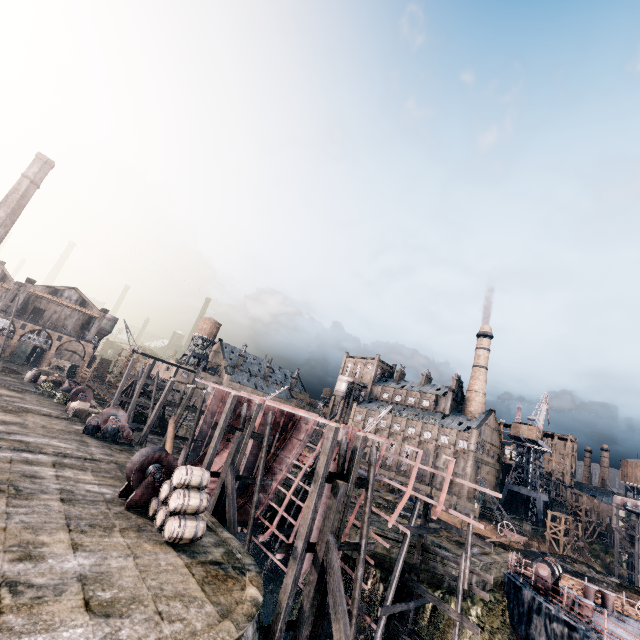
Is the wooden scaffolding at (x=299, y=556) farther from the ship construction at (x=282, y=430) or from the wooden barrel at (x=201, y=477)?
the wooden barrel at (x=201, y=477)

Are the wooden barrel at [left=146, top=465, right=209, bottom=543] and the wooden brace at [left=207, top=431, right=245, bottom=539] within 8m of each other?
yes

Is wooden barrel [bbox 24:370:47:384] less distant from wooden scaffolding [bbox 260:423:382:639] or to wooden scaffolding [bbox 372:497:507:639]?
wooden scaffolding [bbox 260:423:382:639]

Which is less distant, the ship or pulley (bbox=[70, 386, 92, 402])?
the ship

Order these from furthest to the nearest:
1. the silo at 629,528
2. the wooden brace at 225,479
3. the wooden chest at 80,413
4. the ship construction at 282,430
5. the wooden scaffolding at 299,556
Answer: the silo at 629,528 → the wooden chest at 80,413 → the ship construction at 282,430 → the wooden brace at 225,479 → the wooden scaffolding at 299,556

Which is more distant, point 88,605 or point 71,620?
point 88,605

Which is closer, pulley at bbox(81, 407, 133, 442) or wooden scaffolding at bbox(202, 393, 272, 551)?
wooden scaffolding at bbox(202, 393, 272, 551)

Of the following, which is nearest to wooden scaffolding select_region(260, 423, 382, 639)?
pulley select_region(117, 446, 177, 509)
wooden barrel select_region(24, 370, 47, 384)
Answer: pulley select_region(117, 446, 177, 509)
